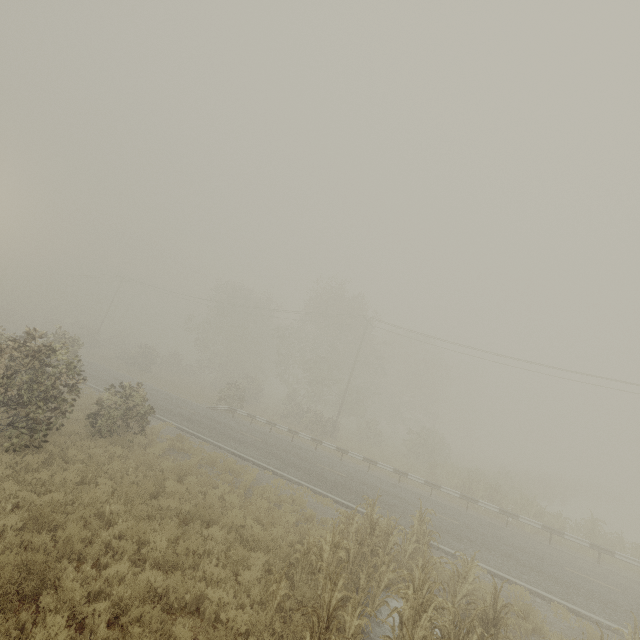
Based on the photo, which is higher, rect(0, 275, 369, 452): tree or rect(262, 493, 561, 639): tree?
rect(0, 275, 369, 452): tree

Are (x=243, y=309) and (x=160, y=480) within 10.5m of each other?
no

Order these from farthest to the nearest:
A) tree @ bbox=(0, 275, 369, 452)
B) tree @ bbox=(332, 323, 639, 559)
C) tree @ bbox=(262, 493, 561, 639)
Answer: tree @ bbox=(332, 323, 639, 559) < tree @ bbox=(0, 275, 369, 452) < tree @ bbox=(262, 493, 561, 639)

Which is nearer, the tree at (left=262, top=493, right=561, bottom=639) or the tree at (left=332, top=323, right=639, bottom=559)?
the tree at (left=262, top=493, right=561, bottom=639)

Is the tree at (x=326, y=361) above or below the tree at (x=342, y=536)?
above

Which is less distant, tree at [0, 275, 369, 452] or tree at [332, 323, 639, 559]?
tree at [0, 275, 369, 452]

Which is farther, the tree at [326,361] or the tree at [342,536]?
the tree at [326,361]
